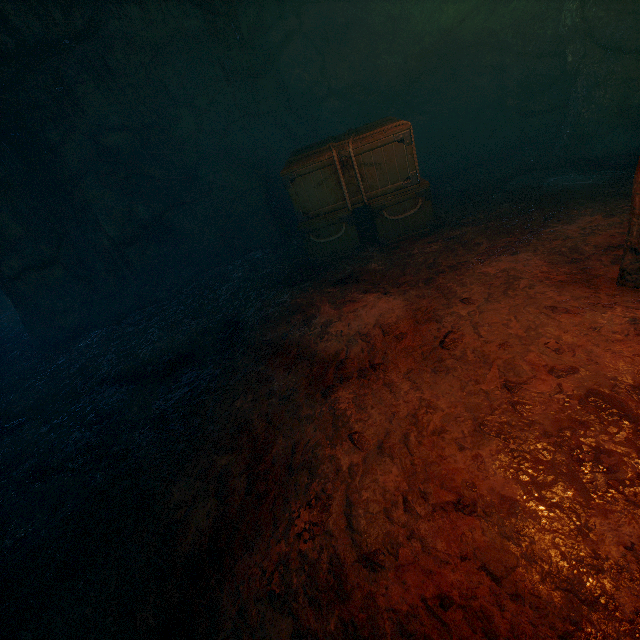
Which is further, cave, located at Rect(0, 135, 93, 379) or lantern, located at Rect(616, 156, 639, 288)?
cave, located at Rect(0, 135, 93, 379)

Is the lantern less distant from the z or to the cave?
the z

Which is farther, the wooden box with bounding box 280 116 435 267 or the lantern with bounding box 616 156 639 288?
the wooden box with bounding box 280 116 435 267

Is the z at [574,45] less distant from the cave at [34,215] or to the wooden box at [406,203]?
the wooden box at [406,203]

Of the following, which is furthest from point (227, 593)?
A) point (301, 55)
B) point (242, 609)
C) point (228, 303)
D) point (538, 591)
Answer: point (301, 55)

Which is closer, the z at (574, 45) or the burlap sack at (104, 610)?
the burlap sack at (104, 610)

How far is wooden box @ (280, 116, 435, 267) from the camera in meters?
4.8 m

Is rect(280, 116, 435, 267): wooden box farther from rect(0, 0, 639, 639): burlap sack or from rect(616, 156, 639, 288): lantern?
rect(616, 156, 639, 288): lantern
